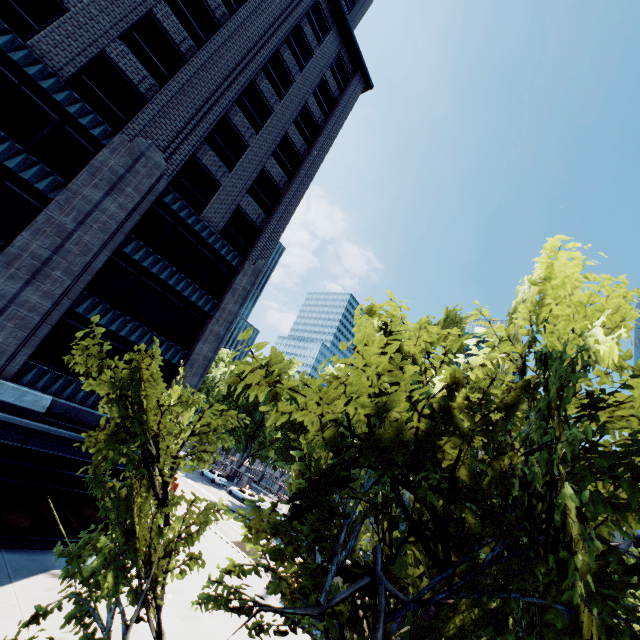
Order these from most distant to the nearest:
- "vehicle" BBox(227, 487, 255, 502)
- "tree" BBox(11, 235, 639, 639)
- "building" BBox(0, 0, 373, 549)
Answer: "vehicle" BBox(227, 487, 255, 502)
"building" BBox(0, 0, 373, 549)
"tree" BBox(11, 235, 639, 639)

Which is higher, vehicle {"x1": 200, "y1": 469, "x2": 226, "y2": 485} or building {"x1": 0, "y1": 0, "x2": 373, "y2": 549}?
building {"x1": 0, "y1": 0, "x2": 373, "y2": 549}

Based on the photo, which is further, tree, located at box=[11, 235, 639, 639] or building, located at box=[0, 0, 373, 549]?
building, located at box=[0, 0, 373, 549]

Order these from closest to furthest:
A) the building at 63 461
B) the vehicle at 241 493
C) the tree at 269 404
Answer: the tree at 269 404, the building at 63 461, the vehicle at 241 493

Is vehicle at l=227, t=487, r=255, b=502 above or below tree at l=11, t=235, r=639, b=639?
below

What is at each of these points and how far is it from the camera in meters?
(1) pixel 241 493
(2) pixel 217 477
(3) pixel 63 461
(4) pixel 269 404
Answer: (1) vehicle, 43.9
(2) vehicle, 47.7
(3) building, 15.3
(4) tree, 3.5

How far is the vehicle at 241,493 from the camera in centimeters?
4334cm

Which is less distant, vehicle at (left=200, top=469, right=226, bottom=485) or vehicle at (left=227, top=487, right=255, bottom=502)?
vehicle at (left=227, top=487, right=255, bottom=502)
